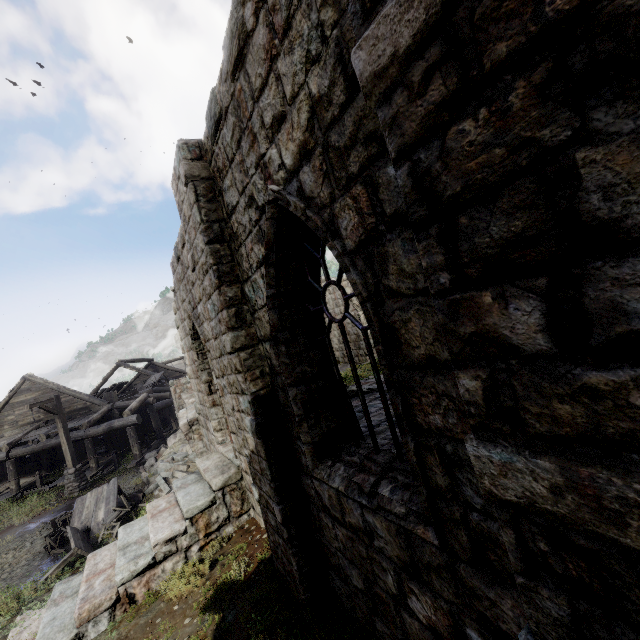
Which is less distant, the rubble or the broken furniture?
the broken furniture

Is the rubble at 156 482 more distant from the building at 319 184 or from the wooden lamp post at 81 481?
the wooden lamp post at 81 481

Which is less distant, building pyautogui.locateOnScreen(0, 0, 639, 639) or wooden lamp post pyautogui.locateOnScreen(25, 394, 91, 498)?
building pyautogui.locateOnScreen(0, 0, 639, 639)

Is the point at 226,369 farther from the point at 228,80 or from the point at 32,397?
the point at 32,397

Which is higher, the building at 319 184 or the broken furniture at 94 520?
the building at 319 184

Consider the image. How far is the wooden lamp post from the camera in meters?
14.9 m

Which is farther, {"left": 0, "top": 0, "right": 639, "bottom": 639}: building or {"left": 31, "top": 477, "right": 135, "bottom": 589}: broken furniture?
{"left": 31, "top": 477, "right": 135, "bottom": 589}: broken furniture

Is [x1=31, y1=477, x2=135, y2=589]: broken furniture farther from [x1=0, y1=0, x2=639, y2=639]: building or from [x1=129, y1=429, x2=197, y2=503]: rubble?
[x1=0, y1=0, x2=639, y2=639]: building
